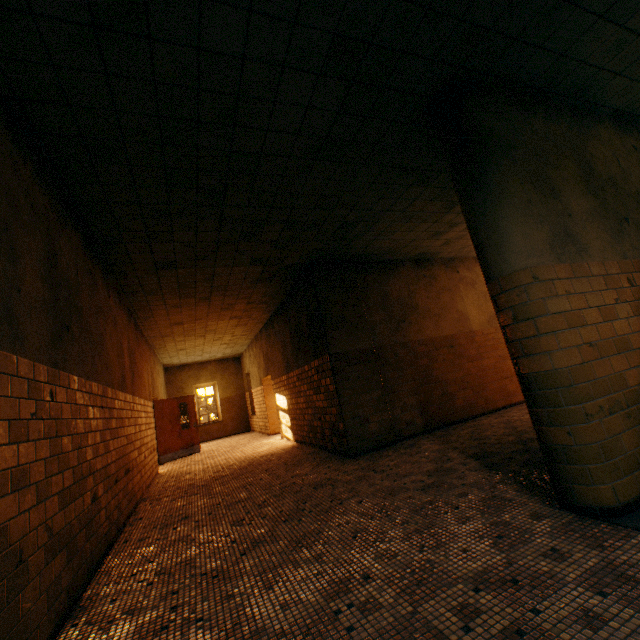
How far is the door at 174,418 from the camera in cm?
1088

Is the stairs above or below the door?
below

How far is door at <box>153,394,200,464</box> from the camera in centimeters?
1088cm

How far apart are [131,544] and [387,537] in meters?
3.2 m

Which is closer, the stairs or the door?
the stairs

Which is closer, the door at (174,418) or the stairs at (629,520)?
the stairs at (629,520)
